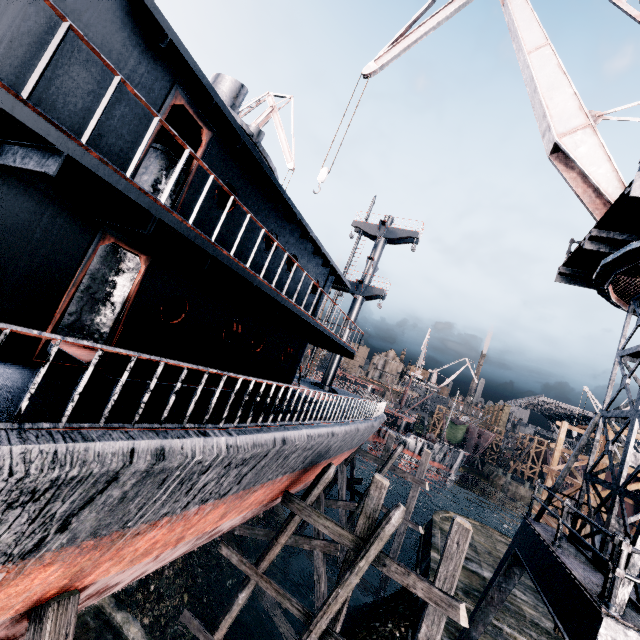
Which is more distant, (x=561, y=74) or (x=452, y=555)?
(x=561, y=74)

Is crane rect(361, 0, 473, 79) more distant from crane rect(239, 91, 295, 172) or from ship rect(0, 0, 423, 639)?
crane rect(239, 91, 295, 172)

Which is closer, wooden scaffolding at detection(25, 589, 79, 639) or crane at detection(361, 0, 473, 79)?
wooden scaffolding at detection(25, 589, 79, 639)

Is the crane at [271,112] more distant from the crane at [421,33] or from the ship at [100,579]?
the crane at [421,33]

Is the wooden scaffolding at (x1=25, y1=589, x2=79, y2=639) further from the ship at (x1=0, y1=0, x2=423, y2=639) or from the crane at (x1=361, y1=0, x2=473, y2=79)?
the crane at (x1=361, y1=0, x2=473, y2=79)

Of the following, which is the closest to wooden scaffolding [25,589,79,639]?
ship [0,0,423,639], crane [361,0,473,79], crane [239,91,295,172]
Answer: ship [0,0,423,639]

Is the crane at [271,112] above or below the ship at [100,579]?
above

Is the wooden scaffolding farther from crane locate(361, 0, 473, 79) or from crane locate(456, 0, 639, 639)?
crane locate(361, 0, 473, 79)
